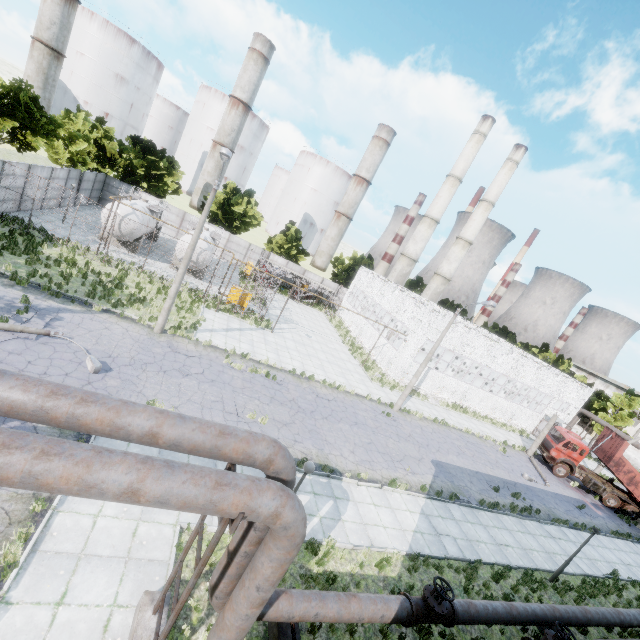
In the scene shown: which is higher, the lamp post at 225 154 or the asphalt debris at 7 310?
the lamp post at 225 154

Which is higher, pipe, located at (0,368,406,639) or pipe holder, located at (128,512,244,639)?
pipe, located at (0,368,406,639)

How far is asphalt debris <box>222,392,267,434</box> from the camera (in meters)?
14.44

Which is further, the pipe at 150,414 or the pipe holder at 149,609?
the pipe holder at 149,609

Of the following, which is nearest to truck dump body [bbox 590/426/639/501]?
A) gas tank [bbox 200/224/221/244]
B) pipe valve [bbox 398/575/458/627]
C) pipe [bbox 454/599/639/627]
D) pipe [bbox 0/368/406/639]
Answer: pipe [bbox 454/599/639/627]

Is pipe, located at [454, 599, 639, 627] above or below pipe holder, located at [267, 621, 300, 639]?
above

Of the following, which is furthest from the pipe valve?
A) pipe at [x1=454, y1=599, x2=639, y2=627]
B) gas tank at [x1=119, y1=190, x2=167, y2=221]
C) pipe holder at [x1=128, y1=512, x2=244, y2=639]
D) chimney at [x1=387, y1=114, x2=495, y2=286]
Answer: chimney at [x1=387, y1=114, x2=495, y2=286]

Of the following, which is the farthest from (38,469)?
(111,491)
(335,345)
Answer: (335,345)
